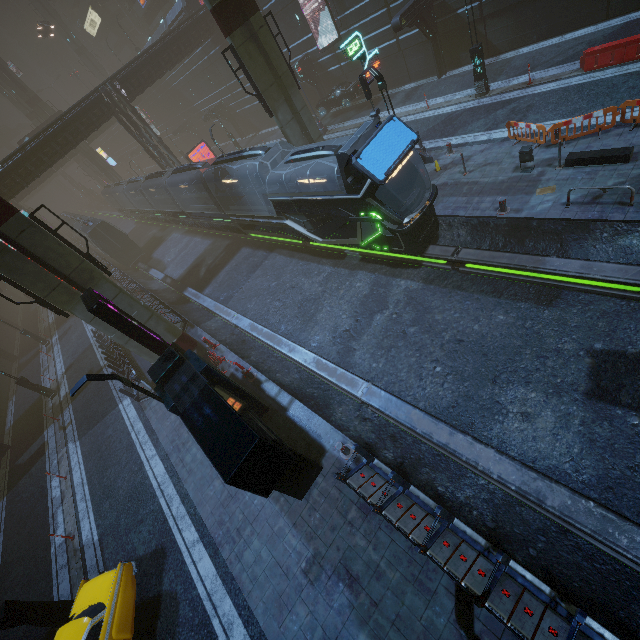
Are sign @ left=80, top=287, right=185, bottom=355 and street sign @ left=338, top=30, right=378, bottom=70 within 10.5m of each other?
no

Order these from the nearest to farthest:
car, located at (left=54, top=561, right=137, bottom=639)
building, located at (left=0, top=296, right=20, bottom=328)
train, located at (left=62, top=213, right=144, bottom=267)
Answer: car, located at (left=54, top=561, right=137, bottom=639), train, located at (left=62, top=213, right=144, bottom=267), building, located at (left=0, top=296, right=20, bottom=328)

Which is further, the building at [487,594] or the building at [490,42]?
the building at [490,42]

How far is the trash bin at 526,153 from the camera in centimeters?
1231cm

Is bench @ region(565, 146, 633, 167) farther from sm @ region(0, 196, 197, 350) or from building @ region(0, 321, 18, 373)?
sm @ region(0, 196, 197, 350)

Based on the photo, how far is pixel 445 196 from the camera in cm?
1467

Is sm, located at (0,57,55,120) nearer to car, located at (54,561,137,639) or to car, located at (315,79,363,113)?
car, located at (54,561,137,639)

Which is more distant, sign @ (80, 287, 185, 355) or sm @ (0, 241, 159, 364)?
sm @ (0, 241, 159, 364)
